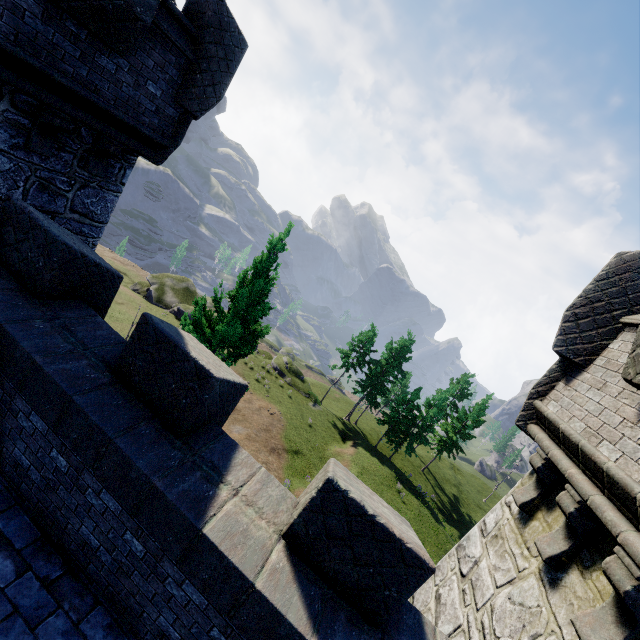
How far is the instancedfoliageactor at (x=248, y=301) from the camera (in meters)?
10.34

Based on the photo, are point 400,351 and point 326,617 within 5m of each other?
no

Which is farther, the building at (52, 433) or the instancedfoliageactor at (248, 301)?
the instancedfoliageactor at (248, 301)

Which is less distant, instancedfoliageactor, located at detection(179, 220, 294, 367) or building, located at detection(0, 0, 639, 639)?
building, located at detection(0, 0, 639, 639)

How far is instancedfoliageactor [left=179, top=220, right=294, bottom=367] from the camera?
10.3m
